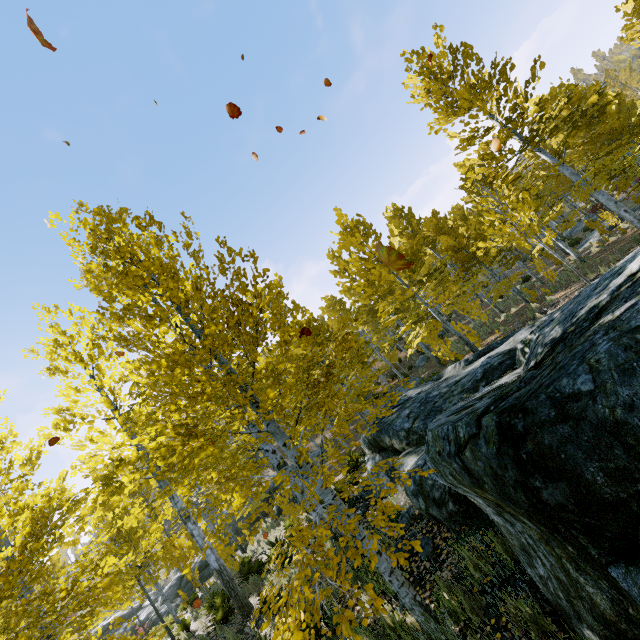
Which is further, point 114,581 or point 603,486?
point 114,581

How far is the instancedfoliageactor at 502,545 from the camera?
3.6m

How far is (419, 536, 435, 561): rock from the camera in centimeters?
468cm

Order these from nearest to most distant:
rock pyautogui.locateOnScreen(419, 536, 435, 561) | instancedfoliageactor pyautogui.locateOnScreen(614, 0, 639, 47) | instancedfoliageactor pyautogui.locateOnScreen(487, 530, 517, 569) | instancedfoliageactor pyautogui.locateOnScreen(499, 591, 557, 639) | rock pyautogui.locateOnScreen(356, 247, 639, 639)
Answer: rock pyautogui.locateOnScreen(356, 247, 639, 639) < instancedfoliageactor pyautogui.locateOnScreen(499, 591, 557, 639) < instancedfoliageactor pyautogui.locateOnScreen(487, 530, 517, 569) < rock pyautogui.locateOnScreen(419, 536, 435, 561) < instancedfoliageactor pyautogui.locateOnScreen(614, 0, 639, 47)

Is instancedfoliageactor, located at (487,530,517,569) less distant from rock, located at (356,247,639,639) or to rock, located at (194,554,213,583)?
rock, located at (356,247,639,639)

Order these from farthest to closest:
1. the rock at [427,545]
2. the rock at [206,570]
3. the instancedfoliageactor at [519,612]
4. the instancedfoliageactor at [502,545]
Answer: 1. the rock at [206,570]
2. the rock at [427,545]
3. the instancedfoliageactor at [502,545]
4. the instancedfoliageactor at [519,612]

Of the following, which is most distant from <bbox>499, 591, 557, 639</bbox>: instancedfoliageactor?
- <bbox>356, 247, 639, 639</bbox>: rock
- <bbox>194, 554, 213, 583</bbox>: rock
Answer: <bbox>194, 554, 213, 583</bbox>: rock
